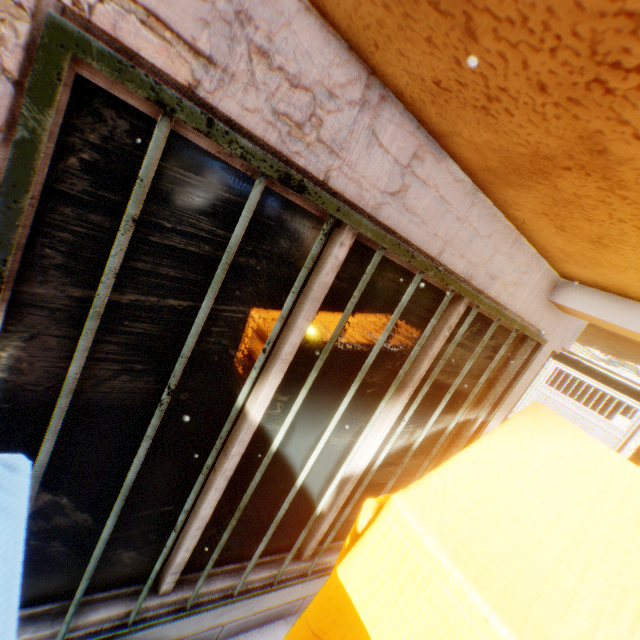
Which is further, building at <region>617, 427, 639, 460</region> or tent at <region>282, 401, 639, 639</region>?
building at <region>617, 427, 639, 460</region>

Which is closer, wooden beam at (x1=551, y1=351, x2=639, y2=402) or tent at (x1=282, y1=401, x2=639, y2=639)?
tent at (x1=282, y1=401, x2=639, y2=639)

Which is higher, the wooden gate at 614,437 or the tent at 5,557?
the tent at 5,557

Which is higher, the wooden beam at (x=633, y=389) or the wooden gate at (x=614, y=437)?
the wooden beam at (x=633, y=389)

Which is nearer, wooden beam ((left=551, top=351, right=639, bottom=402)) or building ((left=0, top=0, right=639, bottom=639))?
building ((left=0, top=0, right=639, bottom=639))

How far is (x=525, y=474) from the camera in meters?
1.5 m

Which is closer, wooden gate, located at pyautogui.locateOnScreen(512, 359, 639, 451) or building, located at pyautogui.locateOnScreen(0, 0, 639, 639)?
building, located at pyautogui.locateOnScreen(0, 0, 639, 639)

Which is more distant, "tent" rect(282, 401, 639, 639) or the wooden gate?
the wooden gate
